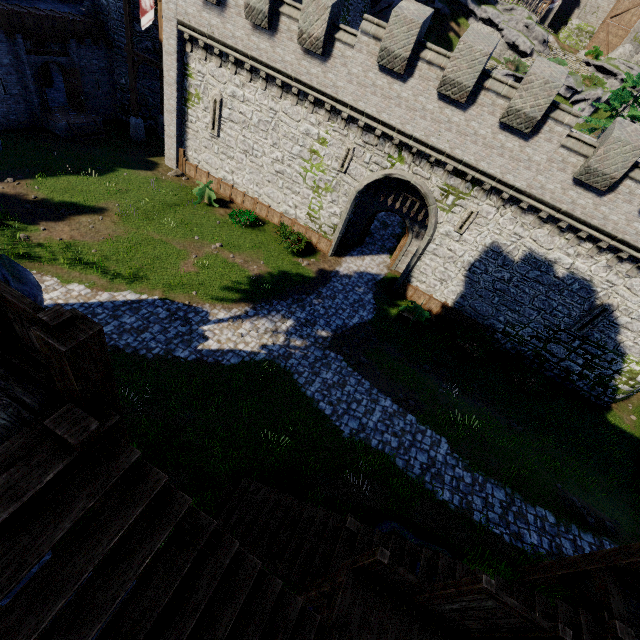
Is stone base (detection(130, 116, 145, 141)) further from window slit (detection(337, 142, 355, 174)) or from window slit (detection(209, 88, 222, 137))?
window slit (detection(337, 142, 355, 174))

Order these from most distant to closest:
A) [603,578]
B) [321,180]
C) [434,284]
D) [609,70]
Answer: [609,70] < [434,284] < [321,180] < [603,578]

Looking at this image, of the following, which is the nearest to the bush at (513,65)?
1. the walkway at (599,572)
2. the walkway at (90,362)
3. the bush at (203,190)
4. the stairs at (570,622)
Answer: the bush at (203,190)

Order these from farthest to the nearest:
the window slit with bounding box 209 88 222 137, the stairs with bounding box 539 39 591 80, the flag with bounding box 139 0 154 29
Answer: the stairs with bounding box 539 39 591 80, the window slit with bounding box 209 88 222 137, the flag with bounding box 139 0 154 29

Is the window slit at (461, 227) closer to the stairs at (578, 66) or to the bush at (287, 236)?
the bush at (287, 236)

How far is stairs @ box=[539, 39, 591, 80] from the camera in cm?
3894

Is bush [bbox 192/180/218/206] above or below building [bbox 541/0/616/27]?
below

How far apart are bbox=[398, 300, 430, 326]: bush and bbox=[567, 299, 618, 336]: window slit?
7.4 meters
